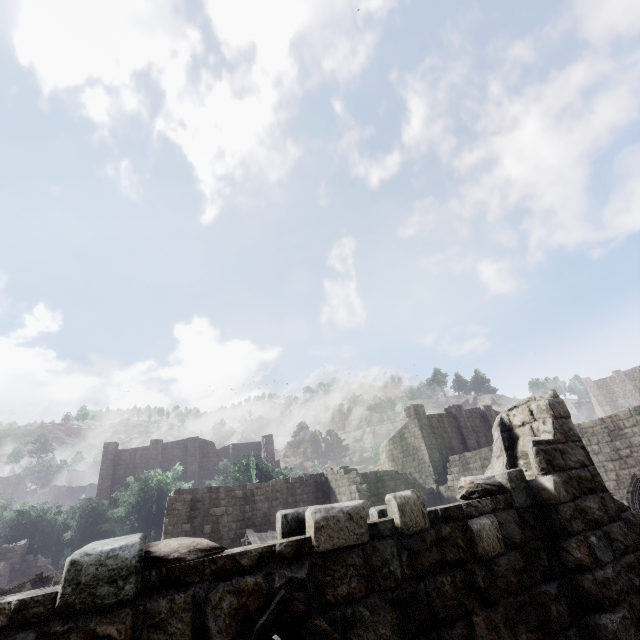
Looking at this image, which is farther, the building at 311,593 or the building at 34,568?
the building at 34,568

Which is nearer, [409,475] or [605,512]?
[605,512]

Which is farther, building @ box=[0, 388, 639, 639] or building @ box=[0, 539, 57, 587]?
building @ box=[0, 539, 57, 587]
